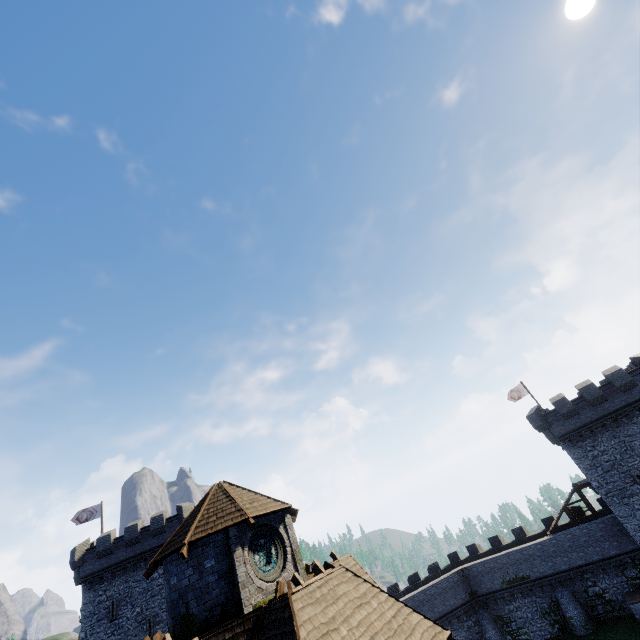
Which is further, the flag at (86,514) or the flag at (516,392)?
the flag at (516,392)

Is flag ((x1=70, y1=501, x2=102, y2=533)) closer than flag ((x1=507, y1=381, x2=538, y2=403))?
Yes

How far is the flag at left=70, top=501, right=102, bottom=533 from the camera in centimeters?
3469cm

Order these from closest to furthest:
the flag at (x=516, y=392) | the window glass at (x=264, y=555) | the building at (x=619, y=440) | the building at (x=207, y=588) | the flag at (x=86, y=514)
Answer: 1. the building at (x=207, y=588)
2. the window glass at (x=264, y=555)
3. the building at (x=619, y=440)
4. the flag at (x=86, y=514)
5. the flag at (x=516, y=392)

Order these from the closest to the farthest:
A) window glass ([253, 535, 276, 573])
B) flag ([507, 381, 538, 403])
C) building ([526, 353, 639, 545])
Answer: window glass ([253, 535, 276, 573])
building ([526, 353, 639, 545])
flag ([507, 381, 538, 403])

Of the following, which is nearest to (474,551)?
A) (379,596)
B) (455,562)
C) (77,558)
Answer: (455,562)

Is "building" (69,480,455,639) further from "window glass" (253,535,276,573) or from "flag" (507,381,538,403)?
"flag" (507,381,538,403)

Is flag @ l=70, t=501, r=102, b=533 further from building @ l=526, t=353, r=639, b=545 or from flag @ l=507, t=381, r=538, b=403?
flag @ l=507, t=381, r=538, b=403
